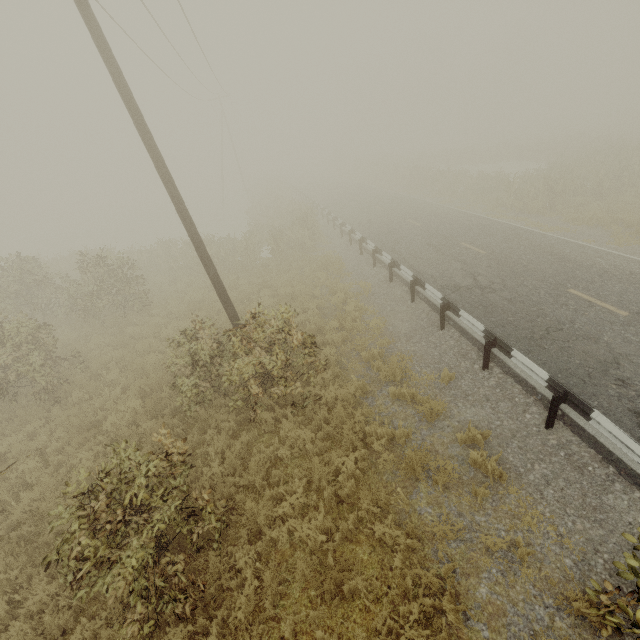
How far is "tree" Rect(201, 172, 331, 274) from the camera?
17.7 meters

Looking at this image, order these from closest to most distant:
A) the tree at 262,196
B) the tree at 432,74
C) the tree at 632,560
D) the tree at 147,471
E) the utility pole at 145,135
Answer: the tree at 632,560
the tree at 147,471
the utility pole at 145,135
the tree at 262,196
the tree at 432,74

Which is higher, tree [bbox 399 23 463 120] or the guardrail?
tree [bbox 399 23 463 120]

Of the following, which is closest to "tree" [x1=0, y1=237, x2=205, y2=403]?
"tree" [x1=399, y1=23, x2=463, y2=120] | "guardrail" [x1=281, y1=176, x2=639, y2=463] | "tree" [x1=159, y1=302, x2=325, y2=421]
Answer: "guardrail" [x1=281, y1=176, x2=639, y2=463]

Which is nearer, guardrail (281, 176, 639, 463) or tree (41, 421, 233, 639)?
tree (41, 421, 233, 639)

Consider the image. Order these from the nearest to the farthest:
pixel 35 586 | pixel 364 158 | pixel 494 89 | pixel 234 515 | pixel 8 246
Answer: pixel 35 586 → pixel 234 515 → pixel 8 246 → pixel 494 89 → pixel 364 158

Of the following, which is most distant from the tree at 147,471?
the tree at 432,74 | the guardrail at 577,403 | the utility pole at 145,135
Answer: the tree at 432,74

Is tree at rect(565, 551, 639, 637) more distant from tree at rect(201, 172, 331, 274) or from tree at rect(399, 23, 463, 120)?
tree at rect(399, 23, 463, 120)
